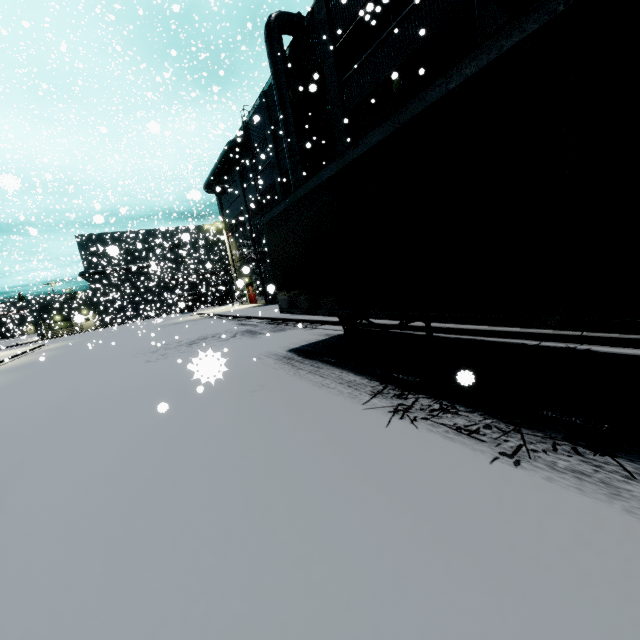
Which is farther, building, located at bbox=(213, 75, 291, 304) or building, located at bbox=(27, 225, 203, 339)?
building, located at bbox=(27, 225, 203, 339)

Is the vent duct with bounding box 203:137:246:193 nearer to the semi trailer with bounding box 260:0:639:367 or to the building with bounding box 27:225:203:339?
the building with bounding box 27:225:203:339

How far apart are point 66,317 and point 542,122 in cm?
6334

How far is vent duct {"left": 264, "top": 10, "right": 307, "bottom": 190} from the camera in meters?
17.0 m

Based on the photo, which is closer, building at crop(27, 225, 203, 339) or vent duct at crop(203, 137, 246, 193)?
vent duct at crop(203, 137, 246, 193)

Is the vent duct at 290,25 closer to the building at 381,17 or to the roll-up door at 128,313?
the building at 381,17

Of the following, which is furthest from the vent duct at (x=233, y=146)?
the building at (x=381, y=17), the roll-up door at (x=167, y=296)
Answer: the roll-up door at (x=167, y=296)
